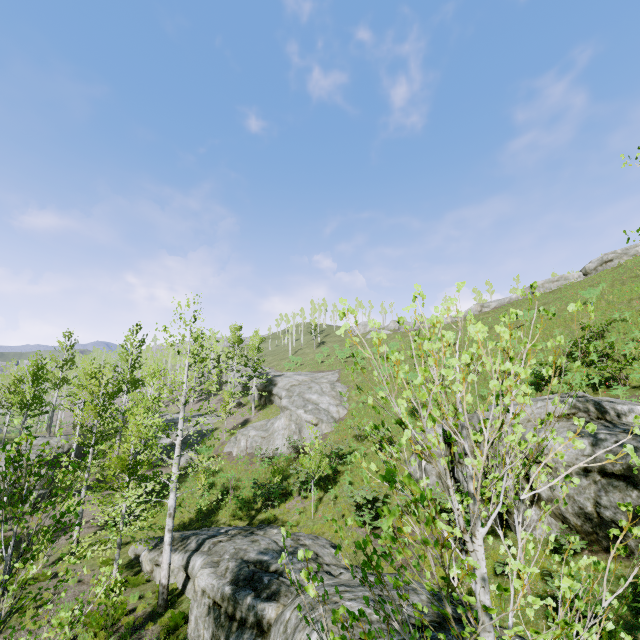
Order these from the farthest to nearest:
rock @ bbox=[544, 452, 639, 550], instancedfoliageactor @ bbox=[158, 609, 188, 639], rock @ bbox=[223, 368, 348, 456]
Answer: rock @ bbox=[223, 368, 348, 456]
instancedfoliageactor @ bbox=[158, 609, 188, 639]
rock @ bbox=[544, 452, 639, 550]

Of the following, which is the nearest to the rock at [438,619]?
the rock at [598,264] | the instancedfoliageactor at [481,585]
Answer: the instancedfoliageactor at [481,585]

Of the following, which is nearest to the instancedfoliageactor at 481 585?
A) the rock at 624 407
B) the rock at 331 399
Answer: the rock at 331 399

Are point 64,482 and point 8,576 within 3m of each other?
yes

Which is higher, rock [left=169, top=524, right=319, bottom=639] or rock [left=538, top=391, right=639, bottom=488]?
rock [left=538, top=391, right=639, bottom=488]

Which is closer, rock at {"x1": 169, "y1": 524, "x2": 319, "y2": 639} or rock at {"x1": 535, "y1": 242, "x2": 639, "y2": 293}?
rock at {"x1": 169, "y1": 524, "x2": 319, "y2": 639}

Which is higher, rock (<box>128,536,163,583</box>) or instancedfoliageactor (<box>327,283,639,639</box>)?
Result: instancedfoliageactor (<box>327,283,639,639</box>)

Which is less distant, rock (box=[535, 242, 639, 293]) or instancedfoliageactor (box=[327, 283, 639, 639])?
→ instancedfoliageactor (box=[327, 283, 639, 639])
